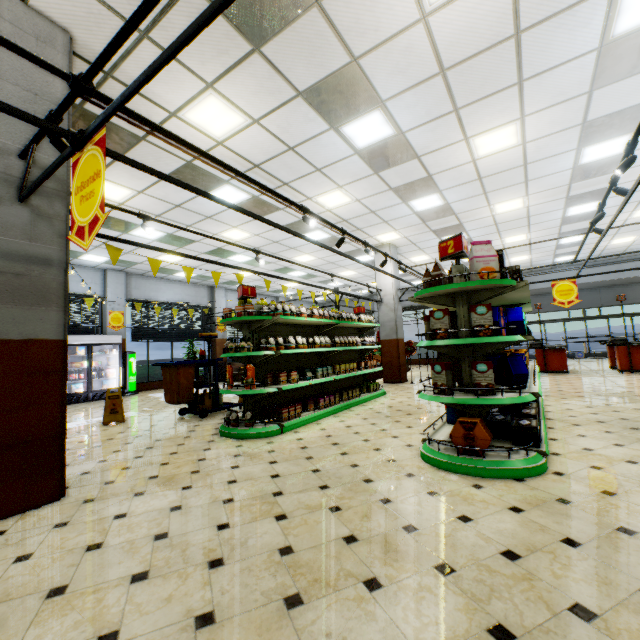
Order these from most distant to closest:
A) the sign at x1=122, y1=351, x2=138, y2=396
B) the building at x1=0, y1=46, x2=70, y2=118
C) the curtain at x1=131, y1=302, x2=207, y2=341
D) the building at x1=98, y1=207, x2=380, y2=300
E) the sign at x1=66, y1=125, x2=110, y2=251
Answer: the curtain at x1=131, y1=302, x2=207, y2=341 < the sign at x1=122, y1=351, x2=138, y2=396 < the building at x1=98, y1=207, x2=380, y2=300 < the building at x1=0, y1=46, x2=70, y2=118 < the sign at x1=66, y1=125, x2=110, y2=251

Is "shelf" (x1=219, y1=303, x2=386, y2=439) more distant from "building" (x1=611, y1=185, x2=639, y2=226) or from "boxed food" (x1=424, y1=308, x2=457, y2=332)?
"boxed food" (x1=424, y1=308, x2=457, y2=332)

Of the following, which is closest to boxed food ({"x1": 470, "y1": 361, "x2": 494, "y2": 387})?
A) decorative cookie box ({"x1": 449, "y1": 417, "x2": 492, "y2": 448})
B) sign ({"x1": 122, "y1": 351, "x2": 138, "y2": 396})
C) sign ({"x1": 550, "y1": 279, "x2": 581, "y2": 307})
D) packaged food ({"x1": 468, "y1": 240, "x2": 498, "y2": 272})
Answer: decorative cookie box ({"x1": 449, "y1": 417, "x2": 492, "y2": 448})

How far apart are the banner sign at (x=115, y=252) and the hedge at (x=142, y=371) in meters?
10.1

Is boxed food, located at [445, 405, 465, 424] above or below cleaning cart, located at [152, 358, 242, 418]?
below

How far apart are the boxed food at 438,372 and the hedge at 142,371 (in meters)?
13.45

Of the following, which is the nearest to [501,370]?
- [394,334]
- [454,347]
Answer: [454,347]

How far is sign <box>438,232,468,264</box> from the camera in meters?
3.6
